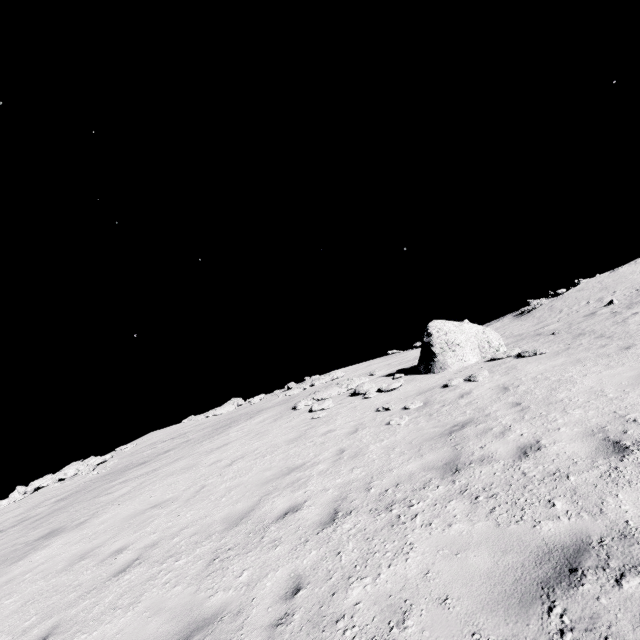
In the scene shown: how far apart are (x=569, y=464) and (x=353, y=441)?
5.0m

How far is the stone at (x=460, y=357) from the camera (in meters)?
12.94

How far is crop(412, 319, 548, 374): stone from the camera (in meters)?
12.94
